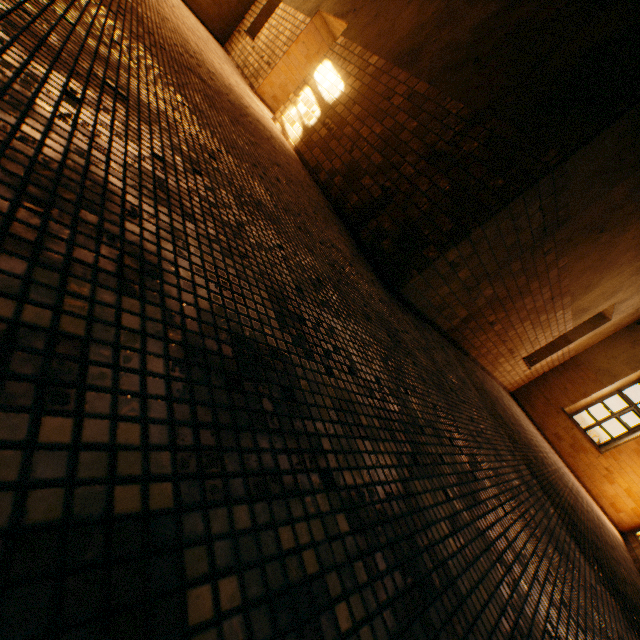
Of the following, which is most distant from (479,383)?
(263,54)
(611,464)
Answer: (263,54)
